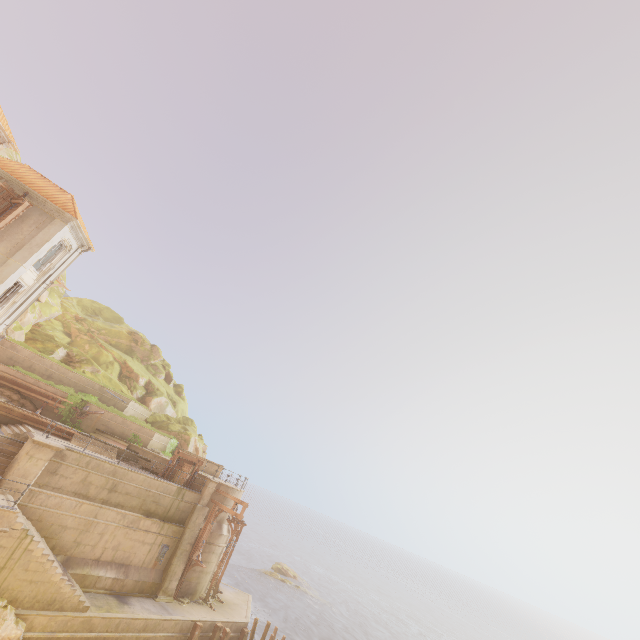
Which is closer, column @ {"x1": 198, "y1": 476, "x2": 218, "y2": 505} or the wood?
the wood

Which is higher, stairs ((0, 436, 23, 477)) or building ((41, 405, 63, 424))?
building ((41, 405, 63, 424))

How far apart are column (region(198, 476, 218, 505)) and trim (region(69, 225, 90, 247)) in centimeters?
1970cm

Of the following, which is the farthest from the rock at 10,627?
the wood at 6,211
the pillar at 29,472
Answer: the wood at 6,211

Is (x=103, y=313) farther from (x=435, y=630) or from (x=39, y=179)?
(x=435, y=630)

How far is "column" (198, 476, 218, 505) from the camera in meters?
23.1 m

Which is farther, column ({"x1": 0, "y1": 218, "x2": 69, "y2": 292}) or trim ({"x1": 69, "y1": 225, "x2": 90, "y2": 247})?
trim ({"x1": 69, "y1": 225, "x2": 90, "y2": 247})

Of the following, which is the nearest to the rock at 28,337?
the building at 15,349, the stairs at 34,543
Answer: the building at 15,349
